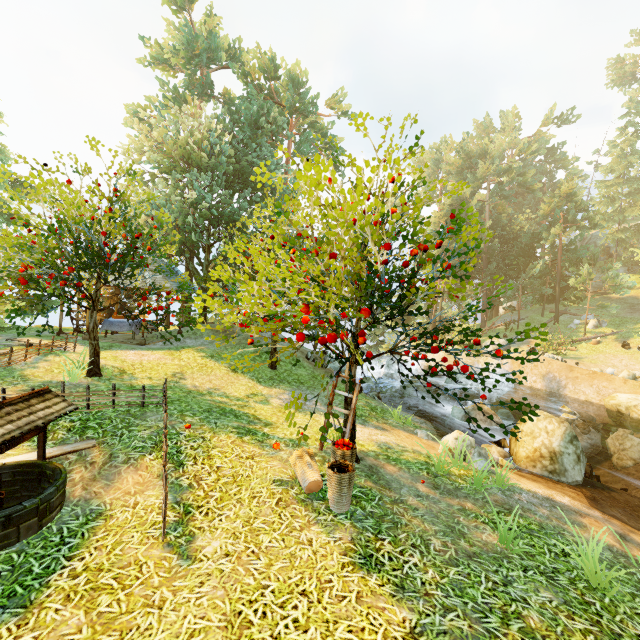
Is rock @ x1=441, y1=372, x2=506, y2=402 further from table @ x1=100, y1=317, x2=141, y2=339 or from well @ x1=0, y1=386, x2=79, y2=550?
well @ x1=0, y1=386, x2=79, y2=550

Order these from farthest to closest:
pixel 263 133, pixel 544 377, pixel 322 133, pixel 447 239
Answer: pixel 447 239
pixel 322 133
pixel 544 377
pixel 263 133

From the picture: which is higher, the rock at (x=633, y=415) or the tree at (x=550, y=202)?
the tree at (x=550, y=202)

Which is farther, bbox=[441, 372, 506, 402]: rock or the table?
bbox=[441, 372, 506, 402]: rock

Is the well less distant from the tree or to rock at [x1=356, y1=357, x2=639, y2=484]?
the tree

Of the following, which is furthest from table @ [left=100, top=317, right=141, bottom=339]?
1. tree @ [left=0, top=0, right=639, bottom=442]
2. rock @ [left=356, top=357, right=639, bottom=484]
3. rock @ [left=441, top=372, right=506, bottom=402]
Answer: rock @ [left=356, top=357, right=639, bottom=484]

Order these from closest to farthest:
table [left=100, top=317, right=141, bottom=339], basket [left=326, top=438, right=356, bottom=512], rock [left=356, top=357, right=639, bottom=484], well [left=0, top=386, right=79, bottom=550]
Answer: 1. well [left=0, top=386, right=79, bottom=550]
2. basket [left=326, top=438, right=356, bottom=512]
3. rock [left=356, top=357, right=639, bottom=484]
4. table [left=100, top=317, right=141, bottom=339]

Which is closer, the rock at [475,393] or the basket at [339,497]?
the basket at [339,497]
